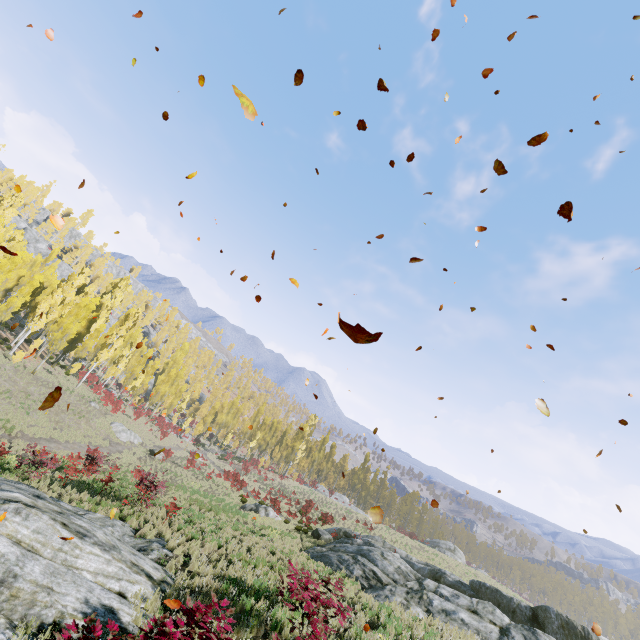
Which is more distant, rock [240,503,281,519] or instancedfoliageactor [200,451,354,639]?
rock [240,503,281,519]

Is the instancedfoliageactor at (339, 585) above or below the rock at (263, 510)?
above

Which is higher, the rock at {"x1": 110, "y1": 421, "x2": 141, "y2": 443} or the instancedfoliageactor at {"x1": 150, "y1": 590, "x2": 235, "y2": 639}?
the instancedfoliageactor at {"x1": 150, "y1": 590, "x2": 235, "y2": 639}

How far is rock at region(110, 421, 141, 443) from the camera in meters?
37.1 m

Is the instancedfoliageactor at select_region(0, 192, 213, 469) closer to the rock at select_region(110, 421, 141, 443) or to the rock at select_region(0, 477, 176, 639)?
the rock at select_region(110, 421, 141, 443)

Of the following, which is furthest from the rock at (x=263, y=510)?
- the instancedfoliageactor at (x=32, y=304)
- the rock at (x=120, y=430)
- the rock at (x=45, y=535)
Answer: the rock at (x=120, y=430)

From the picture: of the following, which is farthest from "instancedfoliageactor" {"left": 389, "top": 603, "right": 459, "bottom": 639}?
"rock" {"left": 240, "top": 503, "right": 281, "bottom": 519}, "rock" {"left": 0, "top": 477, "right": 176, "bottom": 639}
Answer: "rock" {"left": 240, "top": 503, "right": 281, "bottom": 519}

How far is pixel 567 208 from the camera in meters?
3.0
